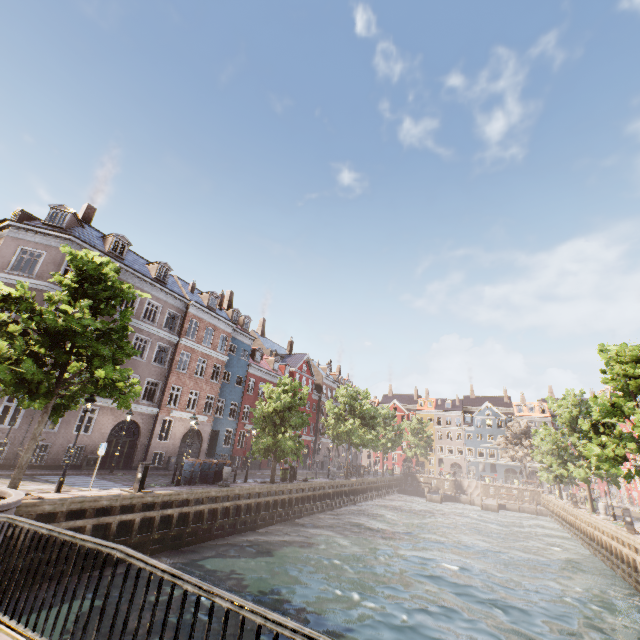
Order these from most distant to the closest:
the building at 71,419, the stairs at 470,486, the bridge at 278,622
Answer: the stairs at 470,486 < the building at 71,419 < the bridge at 278,622

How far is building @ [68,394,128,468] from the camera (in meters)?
20.80

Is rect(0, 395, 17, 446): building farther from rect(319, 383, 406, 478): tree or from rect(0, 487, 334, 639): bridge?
rect(0, 487, 334, 639): bridge

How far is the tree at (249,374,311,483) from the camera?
23.55m

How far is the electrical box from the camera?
20.5m

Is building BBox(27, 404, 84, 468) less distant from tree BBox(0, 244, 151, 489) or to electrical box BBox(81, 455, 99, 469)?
electrical box BBox(81, 455, 99, 469)

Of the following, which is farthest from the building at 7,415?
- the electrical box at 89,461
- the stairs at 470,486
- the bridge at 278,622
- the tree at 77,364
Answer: the stairs at 470,486

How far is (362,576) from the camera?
14.40m
